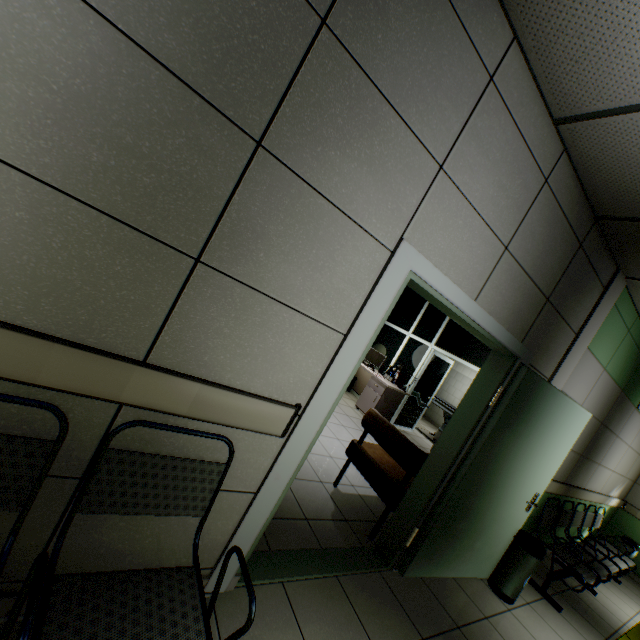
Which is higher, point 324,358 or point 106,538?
point 324,358

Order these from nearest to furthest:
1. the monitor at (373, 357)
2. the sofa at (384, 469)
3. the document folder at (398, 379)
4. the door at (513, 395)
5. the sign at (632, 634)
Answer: the door at (513, 395) < the sofa at (384, 469) < the sign at (632, 634) < the document folder at (398, 379) < the monitor at (373, 357)

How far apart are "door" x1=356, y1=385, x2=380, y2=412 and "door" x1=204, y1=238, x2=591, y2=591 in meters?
3.7 m

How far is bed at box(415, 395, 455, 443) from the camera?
7.90m

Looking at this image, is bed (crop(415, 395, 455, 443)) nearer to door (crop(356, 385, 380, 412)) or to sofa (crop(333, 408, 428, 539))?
door (crop(356, 385, 380, 412))

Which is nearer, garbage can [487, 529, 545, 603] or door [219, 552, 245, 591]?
door [219, 552, 245, 591]

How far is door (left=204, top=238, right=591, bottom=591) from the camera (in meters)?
1.71

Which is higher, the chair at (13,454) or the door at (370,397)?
the chair at (13,454)
